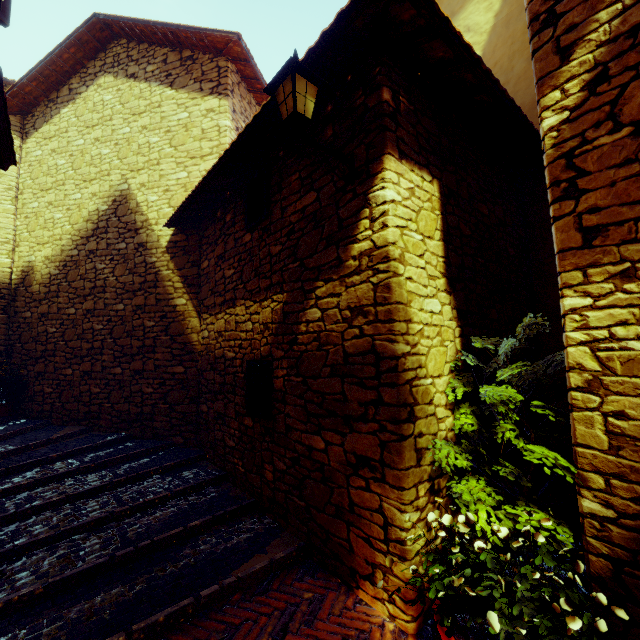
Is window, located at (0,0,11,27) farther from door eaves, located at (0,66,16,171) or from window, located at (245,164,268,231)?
window, located at (245,164,268,231)

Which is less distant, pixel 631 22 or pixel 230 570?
pixel 631 22

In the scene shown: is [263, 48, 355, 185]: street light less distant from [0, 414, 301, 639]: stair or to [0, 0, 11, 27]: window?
[0, 0, 11, 27]: window

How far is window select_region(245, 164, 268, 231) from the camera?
4.0m

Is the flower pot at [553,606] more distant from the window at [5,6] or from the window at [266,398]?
the window at [5,6]

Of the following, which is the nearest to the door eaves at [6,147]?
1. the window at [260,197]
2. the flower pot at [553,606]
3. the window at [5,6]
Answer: the window at [5,6]

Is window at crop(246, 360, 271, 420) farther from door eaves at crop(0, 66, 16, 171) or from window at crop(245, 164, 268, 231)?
door eaves at crop(0, 66, 16, 171)

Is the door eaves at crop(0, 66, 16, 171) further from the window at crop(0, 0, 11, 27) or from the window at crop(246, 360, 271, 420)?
the window at crop(246, 360, 271, 420)
